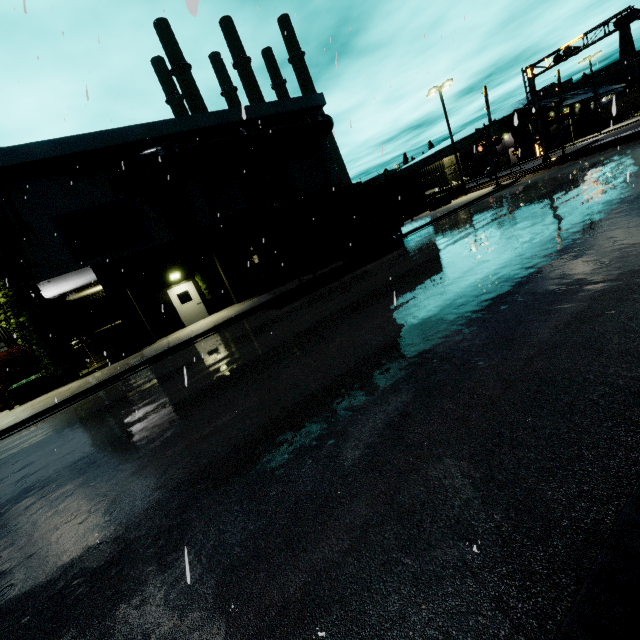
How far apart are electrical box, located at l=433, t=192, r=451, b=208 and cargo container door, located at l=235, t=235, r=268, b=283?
21.5 meters

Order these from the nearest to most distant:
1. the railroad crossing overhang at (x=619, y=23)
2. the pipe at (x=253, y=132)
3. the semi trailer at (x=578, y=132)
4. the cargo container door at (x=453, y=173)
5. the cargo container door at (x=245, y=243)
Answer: the cargo container door at (x=245, y=243)
the pipe at (x=253, y=132)
the railroad crossing overhang at (x=619, y=23)
the cargo container door at (x=453, y=173)
the semi trailer at (x=578, y=132)

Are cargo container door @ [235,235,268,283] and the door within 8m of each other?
yes

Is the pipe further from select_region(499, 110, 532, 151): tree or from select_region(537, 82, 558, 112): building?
select_region(499, 110, 532, 151): tree

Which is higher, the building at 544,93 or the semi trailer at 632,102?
the building at 544,93

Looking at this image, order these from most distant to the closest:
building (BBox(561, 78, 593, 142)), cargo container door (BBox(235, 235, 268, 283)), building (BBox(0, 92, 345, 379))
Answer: building (BBox(561, 78, 593, 142))
building (BBox(0, 92, 345, 379))
cargo container door (BBox(235, 235, 268, 283))

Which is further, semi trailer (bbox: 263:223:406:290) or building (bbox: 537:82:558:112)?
building (bbox: 537:82:558:112)

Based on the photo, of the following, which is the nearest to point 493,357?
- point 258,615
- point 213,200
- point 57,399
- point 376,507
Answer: point 376,507
